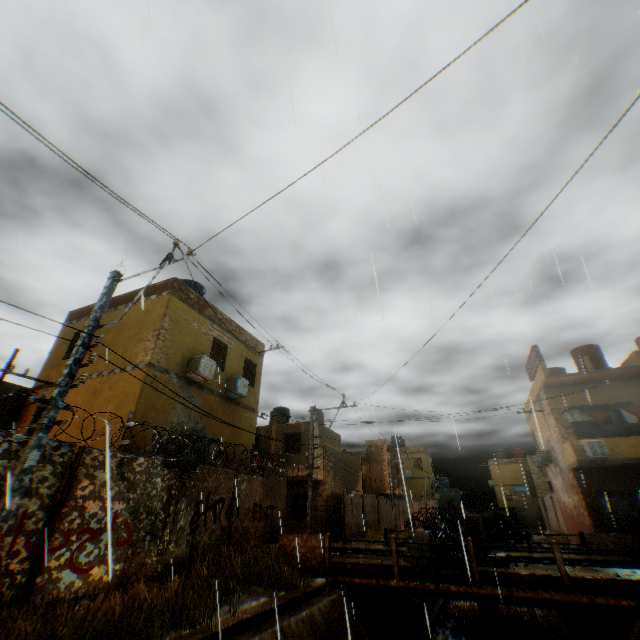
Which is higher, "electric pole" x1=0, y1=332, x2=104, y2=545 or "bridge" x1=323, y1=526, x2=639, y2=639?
"electric pole" x1=0, y1=332, x2=104, y2=545

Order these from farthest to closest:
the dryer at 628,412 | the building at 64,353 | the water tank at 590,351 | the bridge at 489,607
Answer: the water tank at 590,351, the dryer at 628,412, the building at 64,353, the bridge at 489,607

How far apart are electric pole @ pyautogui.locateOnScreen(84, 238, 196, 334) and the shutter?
20.67m

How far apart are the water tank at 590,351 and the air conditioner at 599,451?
5.73m

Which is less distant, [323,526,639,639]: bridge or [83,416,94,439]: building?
[323,526,639,639]: bridge

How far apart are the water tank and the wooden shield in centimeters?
245cm

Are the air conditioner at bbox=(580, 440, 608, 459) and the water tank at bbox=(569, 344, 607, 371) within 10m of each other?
yes

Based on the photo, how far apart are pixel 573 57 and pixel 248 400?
19.2 meters
